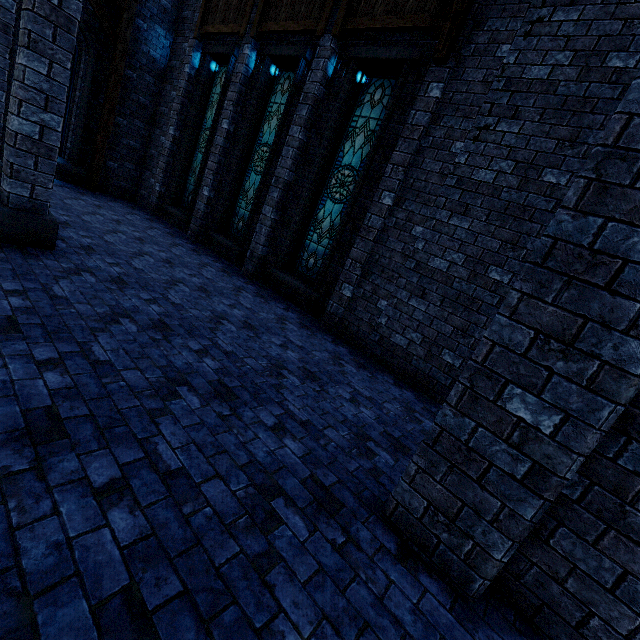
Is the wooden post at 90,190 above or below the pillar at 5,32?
below

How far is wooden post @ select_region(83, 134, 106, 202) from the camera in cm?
1057

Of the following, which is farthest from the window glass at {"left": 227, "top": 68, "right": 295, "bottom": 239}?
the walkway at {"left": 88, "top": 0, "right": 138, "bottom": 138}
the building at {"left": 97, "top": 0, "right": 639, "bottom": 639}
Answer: the walkway at {"left": 88, "top": 0, "right": 138, "bottom": 138}

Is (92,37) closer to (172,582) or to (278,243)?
(278,243)

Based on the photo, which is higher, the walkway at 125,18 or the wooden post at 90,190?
the walkway at 125,18

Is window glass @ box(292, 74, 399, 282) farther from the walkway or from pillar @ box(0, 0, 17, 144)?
the walkway

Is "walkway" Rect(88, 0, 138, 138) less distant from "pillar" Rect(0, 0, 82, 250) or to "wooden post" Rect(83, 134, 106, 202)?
"wooden post" Rect(83, 134, 106, 202)

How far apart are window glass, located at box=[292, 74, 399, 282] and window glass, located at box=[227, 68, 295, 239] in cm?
188
